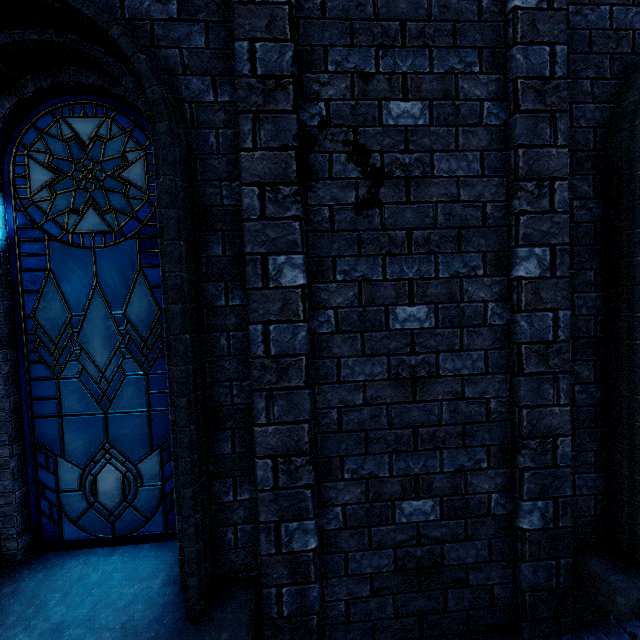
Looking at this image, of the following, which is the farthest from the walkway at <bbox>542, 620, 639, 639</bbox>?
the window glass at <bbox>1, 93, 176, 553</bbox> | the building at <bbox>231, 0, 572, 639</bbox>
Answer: the window glass at <bbox>1, 93, 176, 553</bbox>

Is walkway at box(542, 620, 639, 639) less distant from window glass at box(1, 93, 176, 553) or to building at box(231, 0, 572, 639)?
building at box(231, 0, 572, 639)

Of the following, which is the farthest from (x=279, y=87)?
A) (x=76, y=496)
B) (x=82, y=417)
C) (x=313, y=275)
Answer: (x=76, y=496)

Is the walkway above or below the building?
A: below

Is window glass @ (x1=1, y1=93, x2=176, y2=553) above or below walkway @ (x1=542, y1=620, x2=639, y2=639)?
above

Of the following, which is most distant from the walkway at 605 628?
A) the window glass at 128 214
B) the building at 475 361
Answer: the window glass at 128 214

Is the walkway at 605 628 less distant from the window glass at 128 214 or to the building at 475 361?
the building at 475 361
